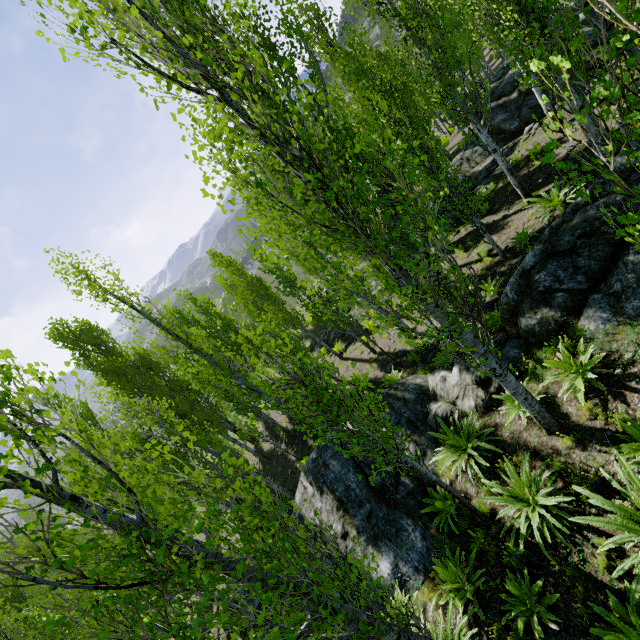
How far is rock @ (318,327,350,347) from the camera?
20.6m

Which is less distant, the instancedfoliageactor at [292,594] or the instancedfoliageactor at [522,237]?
the instancedfoliageactor at [292,594]

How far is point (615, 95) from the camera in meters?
1.9 m

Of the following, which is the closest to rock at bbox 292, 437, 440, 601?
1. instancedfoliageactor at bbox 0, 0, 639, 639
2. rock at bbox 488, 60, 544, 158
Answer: instancedfoliageactor at bbox 0, 0, 639, 639

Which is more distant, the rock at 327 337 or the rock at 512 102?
the rock at 327 337

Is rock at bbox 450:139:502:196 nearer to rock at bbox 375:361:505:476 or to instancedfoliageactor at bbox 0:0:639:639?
instancedfoliageactor at bbox 0:0:639:639
